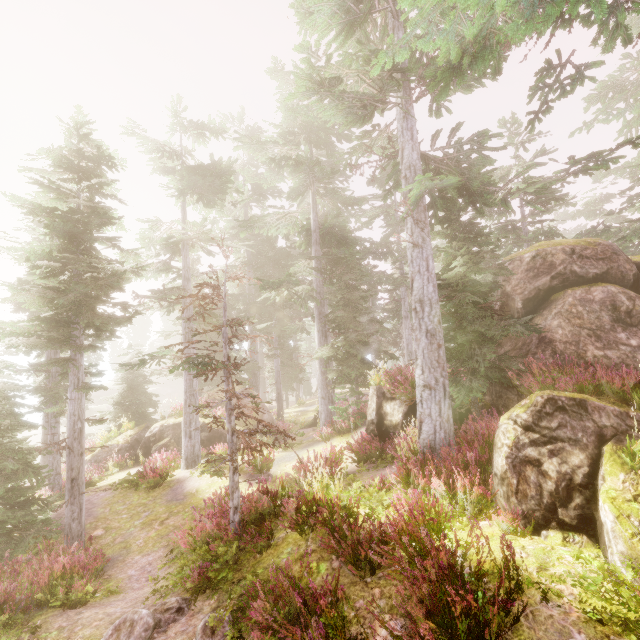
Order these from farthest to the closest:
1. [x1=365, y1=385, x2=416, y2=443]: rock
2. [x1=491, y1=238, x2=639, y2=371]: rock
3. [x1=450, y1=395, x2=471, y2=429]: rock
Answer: [x1=365, y1=385, x2=416, y2=443]: rock < [x1=450, y1=395, x2=471, y2=429]: rock < [x1=491, y1=238, x2=639, y2=371]: rock

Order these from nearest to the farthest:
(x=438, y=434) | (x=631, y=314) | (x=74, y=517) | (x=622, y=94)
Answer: (x=438, y=434)
(x=631, y=314)
(x=74, y=517)
(x=622, y=94)

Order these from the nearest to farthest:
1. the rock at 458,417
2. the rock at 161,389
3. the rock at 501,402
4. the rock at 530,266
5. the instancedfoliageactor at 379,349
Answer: the rock at 501,402 < the instancedfoliageactor at 379,349 < the rock at 530,266 < the rock at 458,417 < the rock at 161,389

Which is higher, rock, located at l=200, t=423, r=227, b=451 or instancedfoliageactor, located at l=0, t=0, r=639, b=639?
instancedfoliageactor, located at l=0, t=0, r=639, b=639

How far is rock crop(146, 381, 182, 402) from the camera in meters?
56.7 m

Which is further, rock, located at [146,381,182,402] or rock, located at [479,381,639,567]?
rock, located at [146,381,182,402]

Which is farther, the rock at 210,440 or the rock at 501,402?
the rock at 210,440

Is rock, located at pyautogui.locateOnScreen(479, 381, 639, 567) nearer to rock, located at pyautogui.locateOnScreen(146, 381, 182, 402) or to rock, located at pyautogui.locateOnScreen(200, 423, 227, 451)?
rock, located at pyautogui.locateOnScreen(200, 423, 227, 451)
